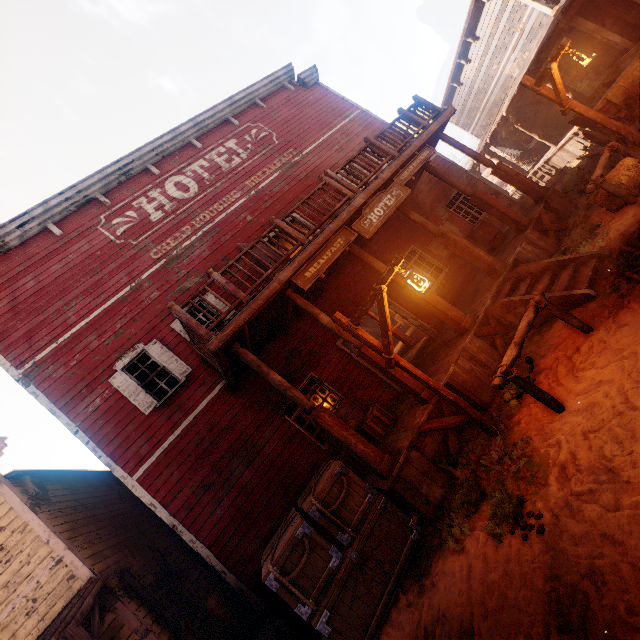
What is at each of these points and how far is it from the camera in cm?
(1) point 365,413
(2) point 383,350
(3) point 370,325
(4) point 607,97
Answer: (1) wooden box, 817
(2) light pole, 546
(3) building, 2200
(4) carraige, 753

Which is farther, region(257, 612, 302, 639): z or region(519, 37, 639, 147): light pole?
region(257, 612, 302, 639): z

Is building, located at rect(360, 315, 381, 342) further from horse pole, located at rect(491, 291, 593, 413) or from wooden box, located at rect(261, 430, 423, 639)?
horse pole, located at rect(491, 291, 593, 413)

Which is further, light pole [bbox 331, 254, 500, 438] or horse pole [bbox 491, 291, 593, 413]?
light pole [bbox 331, 254, 500, 438]

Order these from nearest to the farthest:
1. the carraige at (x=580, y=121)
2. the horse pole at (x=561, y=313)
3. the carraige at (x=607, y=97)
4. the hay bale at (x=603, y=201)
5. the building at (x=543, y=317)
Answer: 1. the horse pole at (x=561, y=313)
2. the building at (x=543, y=317)
3. the hay bale at (x=603, y=201)
4. the carraige at (x=607, y=97)
5. the carraige at (x=580, y=121)

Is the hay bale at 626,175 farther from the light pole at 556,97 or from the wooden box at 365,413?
the wooden box at 365,413

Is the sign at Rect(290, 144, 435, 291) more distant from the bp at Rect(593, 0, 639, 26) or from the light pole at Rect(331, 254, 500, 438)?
the bp at Rect(593, 0, 639, 26)

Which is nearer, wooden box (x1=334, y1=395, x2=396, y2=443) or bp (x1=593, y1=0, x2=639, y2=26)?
wooden box (x1=334, y1=395, x2=396, y2=443)
